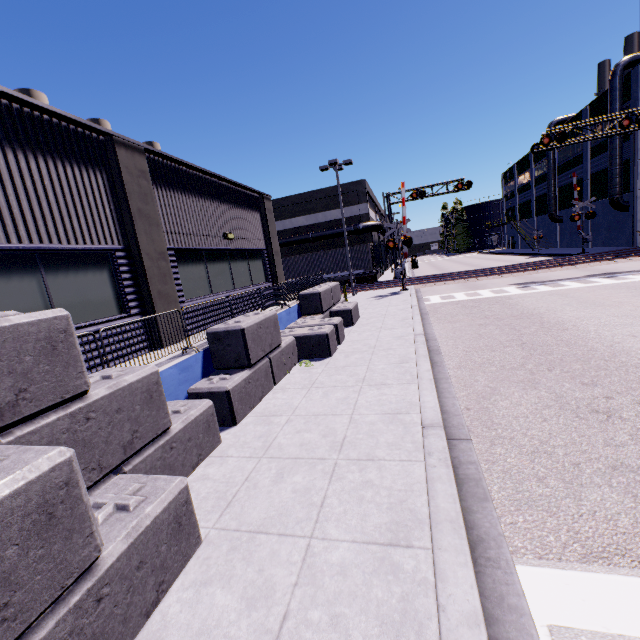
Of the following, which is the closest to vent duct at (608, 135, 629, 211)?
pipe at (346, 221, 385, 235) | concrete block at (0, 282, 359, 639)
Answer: concrete block at (0, 282, 359, 639)

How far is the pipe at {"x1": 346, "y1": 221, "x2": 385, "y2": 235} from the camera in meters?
33.6

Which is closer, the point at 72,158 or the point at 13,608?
the point at 13,608

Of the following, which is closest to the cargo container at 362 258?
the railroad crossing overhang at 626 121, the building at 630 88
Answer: the building at 630 88

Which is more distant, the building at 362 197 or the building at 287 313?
the building at 362 197

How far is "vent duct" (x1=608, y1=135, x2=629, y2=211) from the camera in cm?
2864

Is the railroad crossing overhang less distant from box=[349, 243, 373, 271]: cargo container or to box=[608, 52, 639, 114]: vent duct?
box=[608, 52, 639, 114]: vent duct

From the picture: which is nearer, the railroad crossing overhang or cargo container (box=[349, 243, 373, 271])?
the railroad crossing overhang
